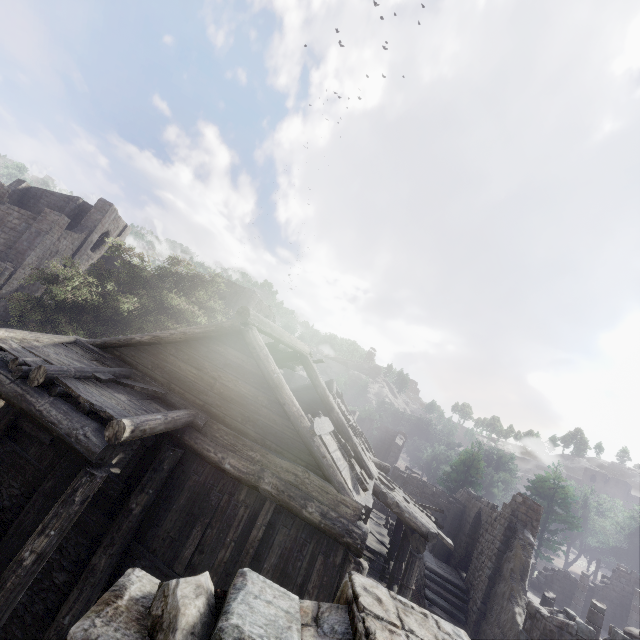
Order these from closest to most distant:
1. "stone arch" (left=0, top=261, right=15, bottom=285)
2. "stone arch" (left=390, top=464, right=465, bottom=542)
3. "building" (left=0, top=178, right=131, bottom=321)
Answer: "stone arch" (left=390, top=464, right=465, bottom=542), "stone arch" (left=0, top=261, right=15, bottom=285), "building" (left=0, top=178, right=131, bottom=321)

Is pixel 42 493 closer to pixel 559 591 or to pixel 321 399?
pixel 321 399

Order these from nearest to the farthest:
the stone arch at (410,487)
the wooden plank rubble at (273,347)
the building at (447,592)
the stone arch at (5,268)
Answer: the building at (447,592)
the wooden plank rubble at (273,347)
the stone arch at (410,487)
the stone arch at (5,268)

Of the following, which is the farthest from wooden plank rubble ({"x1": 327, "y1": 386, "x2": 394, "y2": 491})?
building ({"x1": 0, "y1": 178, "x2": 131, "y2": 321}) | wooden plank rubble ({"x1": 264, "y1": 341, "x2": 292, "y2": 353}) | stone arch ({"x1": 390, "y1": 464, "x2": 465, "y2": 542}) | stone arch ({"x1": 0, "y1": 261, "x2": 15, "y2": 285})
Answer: stone arch ({"x1": 0, "y1": 261, "x2": 15, "y2": 285})

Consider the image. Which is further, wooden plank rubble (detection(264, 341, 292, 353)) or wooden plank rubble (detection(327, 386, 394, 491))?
wooden plank rubble (detection(264, 341, 292, 353))

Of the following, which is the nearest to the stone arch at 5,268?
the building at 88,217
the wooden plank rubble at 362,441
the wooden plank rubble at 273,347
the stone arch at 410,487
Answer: the building at 88,217

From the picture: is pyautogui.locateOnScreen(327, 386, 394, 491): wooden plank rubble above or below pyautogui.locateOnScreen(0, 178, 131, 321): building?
below

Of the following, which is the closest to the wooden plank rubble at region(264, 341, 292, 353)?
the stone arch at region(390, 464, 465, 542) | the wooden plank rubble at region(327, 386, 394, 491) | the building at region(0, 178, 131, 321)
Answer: the building at region(0, 178, 131, 321)
